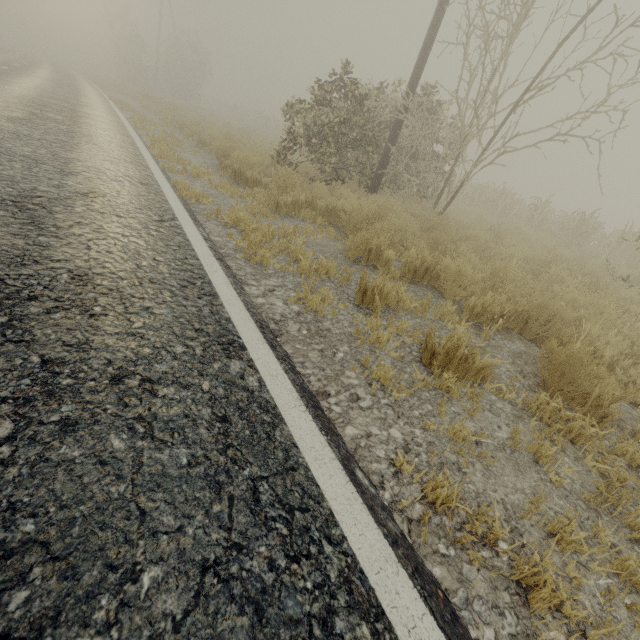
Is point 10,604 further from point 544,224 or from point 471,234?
point 544,224
